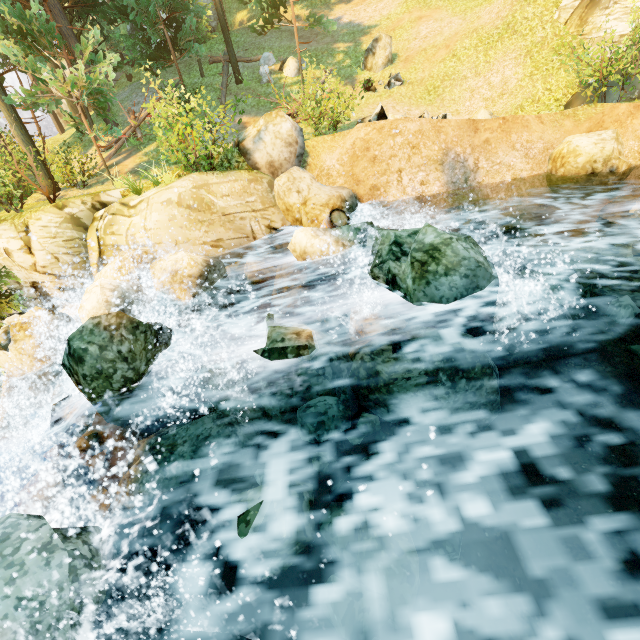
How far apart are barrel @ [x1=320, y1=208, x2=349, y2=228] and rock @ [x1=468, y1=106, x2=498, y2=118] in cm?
740

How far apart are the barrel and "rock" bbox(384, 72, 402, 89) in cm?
1193

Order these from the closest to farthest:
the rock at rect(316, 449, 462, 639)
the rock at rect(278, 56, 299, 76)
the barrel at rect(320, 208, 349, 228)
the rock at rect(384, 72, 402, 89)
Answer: the rock at rect(316, 449, 462, 639)
the barrel at rect(320, 208, 349, 228)
the rock at rect(384, 72, 402, 89)
the rock at rect(278, 56, 299, 76)

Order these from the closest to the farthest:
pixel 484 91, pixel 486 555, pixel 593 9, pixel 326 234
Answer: pixel 486 555 < pixel 326 234 < pixel 593 9 < pixel 484 91

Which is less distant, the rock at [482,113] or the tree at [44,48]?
the tree at [44,48]

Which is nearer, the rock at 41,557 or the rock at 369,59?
the rock at 41,557

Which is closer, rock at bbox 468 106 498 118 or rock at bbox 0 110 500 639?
rock at bbox 0 110 500 639

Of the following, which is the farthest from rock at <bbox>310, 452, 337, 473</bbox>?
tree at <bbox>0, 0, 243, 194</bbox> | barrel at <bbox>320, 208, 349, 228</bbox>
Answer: tree at <bbox>0, 0, 243, 194</bbox>
